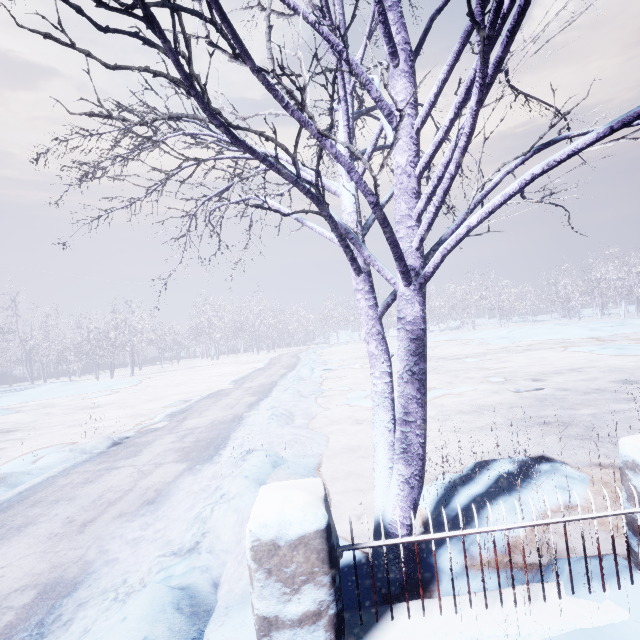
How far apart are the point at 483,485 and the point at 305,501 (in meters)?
2.48

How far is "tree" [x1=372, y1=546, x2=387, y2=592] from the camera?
2.24m

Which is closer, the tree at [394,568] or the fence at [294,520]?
the fence at [294,520]

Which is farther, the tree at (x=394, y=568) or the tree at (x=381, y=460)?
the tree at (x=394, y=568)

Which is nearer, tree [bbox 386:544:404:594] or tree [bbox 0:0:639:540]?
tree [bbox 0:0:639:540]

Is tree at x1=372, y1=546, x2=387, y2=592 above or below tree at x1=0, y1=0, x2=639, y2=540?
below
